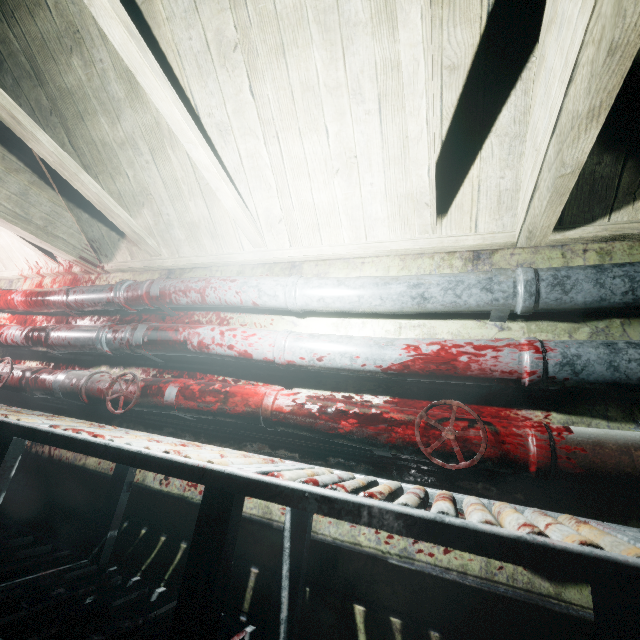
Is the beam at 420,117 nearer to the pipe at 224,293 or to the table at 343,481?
the pipe at 224,293

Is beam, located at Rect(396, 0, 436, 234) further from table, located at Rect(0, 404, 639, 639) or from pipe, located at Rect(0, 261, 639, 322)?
table, located at Rect(0, 404, 639, 639)

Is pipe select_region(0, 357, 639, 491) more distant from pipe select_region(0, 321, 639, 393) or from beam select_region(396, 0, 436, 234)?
beam select_region(396, 0, 436, 234)

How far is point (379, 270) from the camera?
1.8m

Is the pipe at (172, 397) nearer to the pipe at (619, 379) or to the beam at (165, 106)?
the pipe at (619, 379)

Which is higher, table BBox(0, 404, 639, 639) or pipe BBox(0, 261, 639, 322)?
pipe BBox(0, 261, 639, 322)

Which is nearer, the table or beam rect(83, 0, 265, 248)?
the table

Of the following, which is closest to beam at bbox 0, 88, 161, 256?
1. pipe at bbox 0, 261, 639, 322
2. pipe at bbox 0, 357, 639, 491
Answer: pipe at bbox 0, 261, 639, 322
